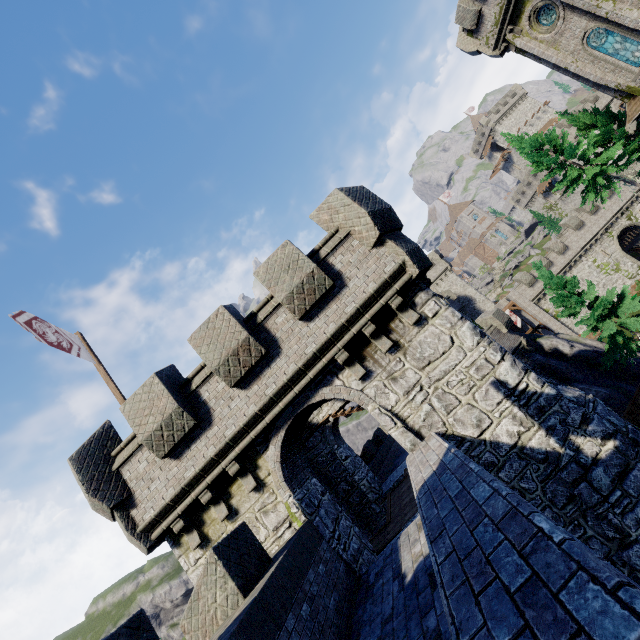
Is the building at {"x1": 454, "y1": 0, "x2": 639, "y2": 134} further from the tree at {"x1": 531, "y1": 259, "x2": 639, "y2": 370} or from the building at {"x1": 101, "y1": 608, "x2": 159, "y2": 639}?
the building at {"x1": 101, "y1": 608, "x2": 159, "y2": 639}

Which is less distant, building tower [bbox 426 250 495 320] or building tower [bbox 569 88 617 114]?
building tower [bbox 426 250 495 320]

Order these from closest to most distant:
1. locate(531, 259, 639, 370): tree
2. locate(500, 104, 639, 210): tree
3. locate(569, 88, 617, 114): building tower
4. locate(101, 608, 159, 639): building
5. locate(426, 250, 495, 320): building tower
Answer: locate(101, 608, 159, 639): building < locate(531, 259, 639, 370): tree < locate(500, 104, 639, 210): tree < locate(426, 250, 495, 320): building tower < locate(569, 88, 617, 114): building tower

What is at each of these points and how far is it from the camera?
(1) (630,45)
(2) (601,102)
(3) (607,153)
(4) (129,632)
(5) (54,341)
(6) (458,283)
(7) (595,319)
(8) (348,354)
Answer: (1) window glass, 19.6m
(2) building tower, 54.1m
(3) tree, 24.8m
(4) building, 3.7m
(5) flag, 9.4m
(6) building tower, 51.1m
(7) tree, 22.7m
(8) building, 8.2m

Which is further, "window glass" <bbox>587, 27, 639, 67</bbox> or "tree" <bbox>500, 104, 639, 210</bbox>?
"tree" <bbox>500, 104, 639, 210</bbox>

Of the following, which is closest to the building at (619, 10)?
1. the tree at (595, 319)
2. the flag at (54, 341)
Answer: the tree at (595, 319)

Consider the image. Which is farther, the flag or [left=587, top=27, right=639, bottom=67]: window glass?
[left=587, top=27, right=639, bottom=67]: window glass

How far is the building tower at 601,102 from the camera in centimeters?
5384cm
